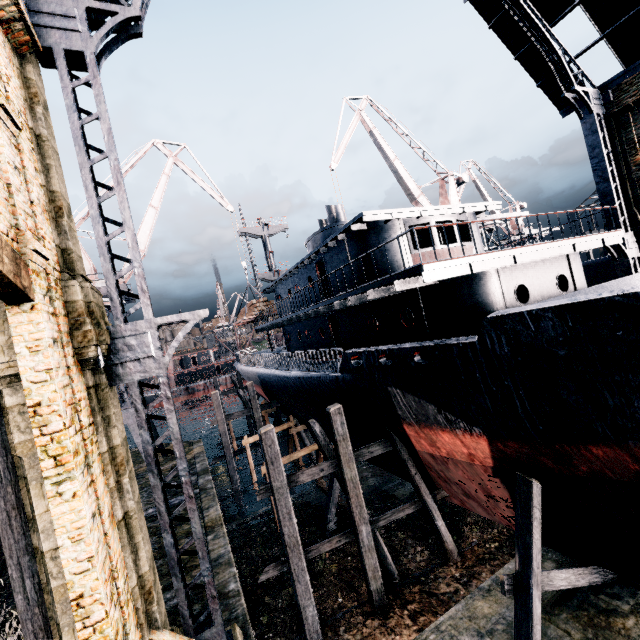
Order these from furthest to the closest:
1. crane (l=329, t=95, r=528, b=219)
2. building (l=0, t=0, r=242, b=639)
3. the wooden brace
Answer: crane (l=329, t=95, r=528, b=219)
the wooden brace
building (l=0, t=0, r=242, b=639)

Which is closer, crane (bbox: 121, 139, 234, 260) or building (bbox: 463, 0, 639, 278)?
building (bbox: 463, 0, 639, 278)

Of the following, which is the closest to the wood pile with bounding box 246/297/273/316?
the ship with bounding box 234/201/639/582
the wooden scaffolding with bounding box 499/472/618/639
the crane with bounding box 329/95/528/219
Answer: the ship with bounding box 234/201/639/582

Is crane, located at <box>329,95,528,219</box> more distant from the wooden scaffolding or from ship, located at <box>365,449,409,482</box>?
the wooden scaffolding

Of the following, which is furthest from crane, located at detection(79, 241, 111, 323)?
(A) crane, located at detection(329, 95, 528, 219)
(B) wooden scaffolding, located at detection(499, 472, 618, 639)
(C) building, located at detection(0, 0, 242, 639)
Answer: (B) wooden scaffolding, located at detection(499, 472, 618, 639)

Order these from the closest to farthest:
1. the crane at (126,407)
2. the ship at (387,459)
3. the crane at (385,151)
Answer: the ship at (387,459) < the crane at (126,407) < the crane at (385,151)

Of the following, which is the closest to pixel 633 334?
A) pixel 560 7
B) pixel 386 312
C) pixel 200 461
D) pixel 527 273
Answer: pixel 527 273

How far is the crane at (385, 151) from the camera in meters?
28.3 m
